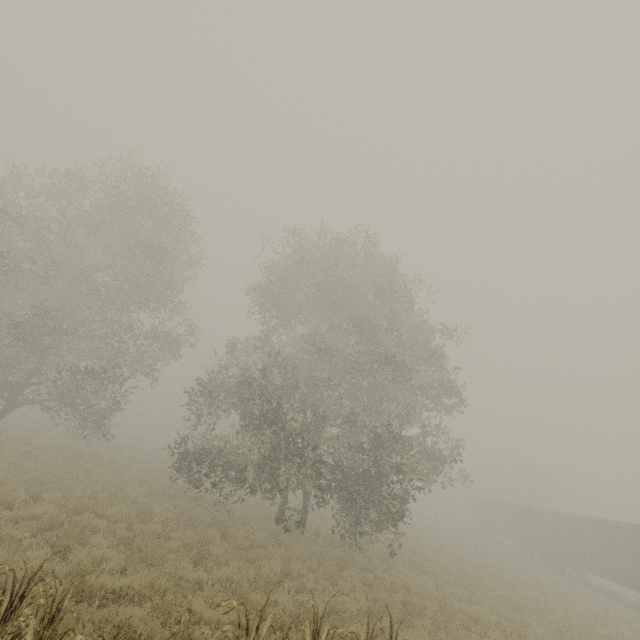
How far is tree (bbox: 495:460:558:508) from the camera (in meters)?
54.52

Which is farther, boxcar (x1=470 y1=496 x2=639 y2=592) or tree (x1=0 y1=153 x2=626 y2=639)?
boxcar (x1=470 y1=496 x2=639 y2=592)

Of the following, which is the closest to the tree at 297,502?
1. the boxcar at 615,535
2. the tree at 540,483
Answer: the boxcar at 615,535

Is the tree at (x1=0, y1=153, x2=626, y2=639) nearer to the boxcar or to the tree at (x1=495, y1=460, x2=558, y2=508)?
the boxcar

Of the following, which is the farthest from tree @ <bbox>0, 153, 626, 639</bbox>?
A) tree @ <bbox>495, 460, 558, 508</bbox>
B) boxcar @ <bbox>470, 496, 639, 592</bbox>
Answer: tree @ <bbox>495, 460, 558, 508</bbox>

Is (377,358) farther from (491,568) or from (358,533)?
(491,568)

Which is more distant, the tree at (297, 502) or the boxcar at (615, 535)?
the boxcar at (615, 535)
